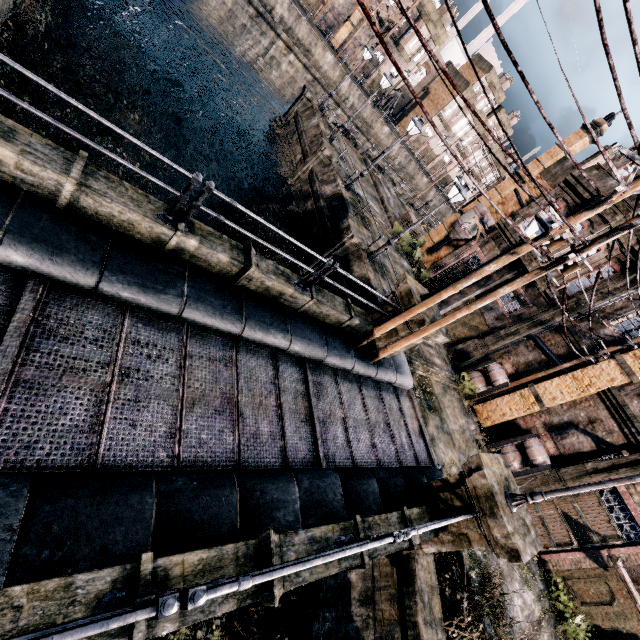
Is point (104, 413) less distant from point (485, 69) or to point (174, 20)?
point (174, 20)

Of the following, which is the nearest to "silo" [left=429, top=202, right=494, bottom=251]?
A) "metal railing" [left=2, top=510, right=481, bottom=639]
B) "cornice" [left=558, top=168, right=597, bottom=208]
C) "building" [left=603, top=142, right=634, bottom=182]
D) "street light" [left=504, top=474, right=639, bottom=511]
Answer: "building" [left=603, top=142, right=634, bottom=182]

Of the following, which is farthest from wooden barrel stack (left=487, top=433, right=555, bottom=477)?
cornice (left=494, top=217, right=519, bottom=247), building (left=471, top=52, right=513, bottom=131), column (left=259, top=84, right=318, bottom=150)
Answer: building (left=471, top=52, right=513, bottom=131)

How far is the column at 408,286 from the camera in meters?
10.5

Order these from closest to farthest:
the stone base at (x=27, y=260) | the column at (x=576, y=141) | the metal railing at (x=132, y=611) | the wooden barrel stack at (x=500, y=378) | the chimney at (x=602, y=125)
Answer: the metal railing at (x=132, y=611) → the stone base at (x=27, y=260) → the wooden barrel stack at (x=500, y=378) → the chimney at (x=602, y=125) → the column at (x=576, y=141)

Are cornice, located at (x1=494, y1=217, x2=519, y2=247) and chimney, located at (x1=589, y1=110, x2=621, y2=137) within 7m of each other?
no

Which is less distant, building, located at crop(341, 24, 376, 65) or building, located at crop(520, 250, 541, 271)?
building, located at crop(520, 250, 541, 271)

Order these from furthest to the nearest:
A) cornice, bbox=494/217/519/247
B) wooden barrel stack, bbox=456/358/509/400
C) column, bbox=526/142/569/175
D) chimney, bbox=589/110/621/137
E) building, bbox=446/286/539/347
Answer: column, bbox=526/142/569/175, chimney, bbox=589/110/621/137, cornice, bbox=494/217/519/247, building, bbox=446/286/539/347, wooden barrel stack, bbox=456/358/509/400
